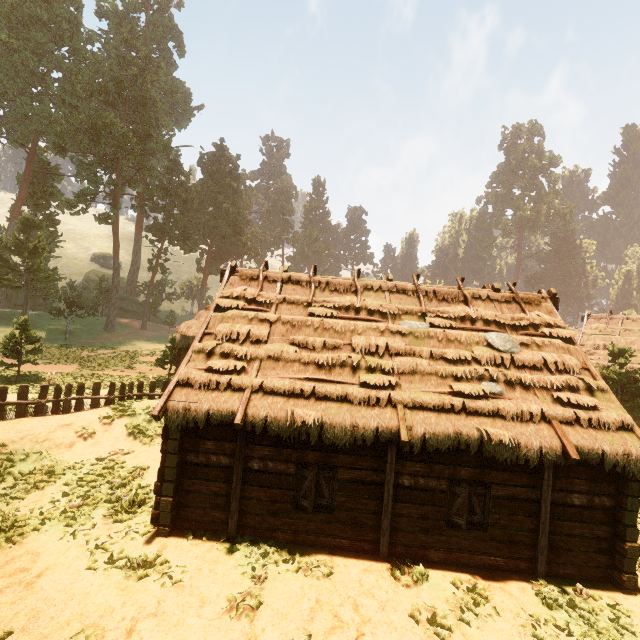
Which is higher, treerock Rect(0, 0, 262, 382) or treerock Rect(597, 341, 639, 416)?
treerock Rect(0, 0, 262, 382)

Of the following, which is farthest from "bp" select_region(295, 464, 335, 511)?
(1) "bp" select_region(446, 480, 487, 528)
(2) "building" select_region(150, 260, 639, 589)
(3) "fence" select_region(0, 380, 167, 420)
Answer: (3) "fence" select_region(0, 380, 167, 420)

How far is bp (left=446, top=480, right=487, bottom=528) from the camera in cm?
827

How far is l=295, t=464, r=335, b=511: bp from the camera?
8.42m

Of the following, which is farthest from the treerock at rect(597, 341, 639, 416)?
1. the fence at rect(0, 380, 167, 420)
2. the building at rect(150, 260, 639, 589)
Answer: the fence at rect(0, 380, 167, 420)

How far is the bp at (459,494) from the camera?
8.27m

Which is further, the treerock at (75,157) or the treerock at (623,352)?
the treerock at (75,157)

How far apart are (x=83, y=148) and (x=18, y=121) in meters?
12.0
